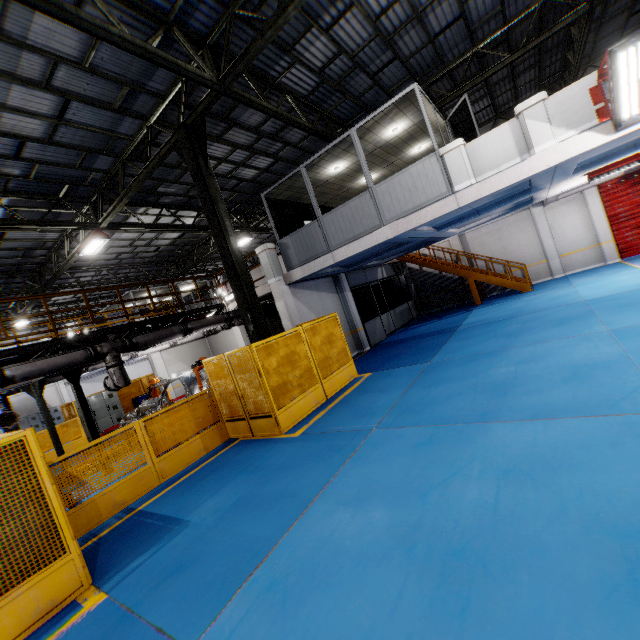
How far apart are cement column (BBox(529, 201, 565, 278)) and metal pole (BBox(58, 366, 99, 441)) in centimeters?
2075cm

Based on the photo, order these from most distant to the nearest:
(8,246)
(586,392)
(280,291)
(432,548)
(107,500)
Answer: (8,246) < (280,291) < (107,500) < (586,392) < (432,548)

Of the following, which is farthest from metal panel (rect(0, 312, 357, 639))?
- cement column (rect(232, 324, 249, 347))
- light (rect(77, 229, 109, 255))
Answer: light (rect(77, 229, 109, 255))

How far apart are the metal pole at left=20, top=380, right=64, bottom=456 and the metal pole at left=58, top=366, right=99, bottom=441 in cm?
269

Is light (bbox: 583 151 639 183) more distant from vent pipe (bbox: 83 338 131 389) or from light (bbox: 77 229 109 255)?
light (bbox: 77 229 109 255)

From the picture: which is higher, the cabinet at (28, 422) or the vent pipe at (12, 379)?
the vent pipe at (12, 379)

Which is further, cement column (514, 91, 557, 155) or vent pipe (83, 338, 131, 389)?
vent pipe (83, 338, 131, 389)

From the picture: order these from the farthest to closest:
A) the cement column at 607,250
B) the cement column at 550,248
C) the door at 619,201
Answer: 1. the cement column at 550,248
2. the cement column at 607,250
3. the door at 619,201
